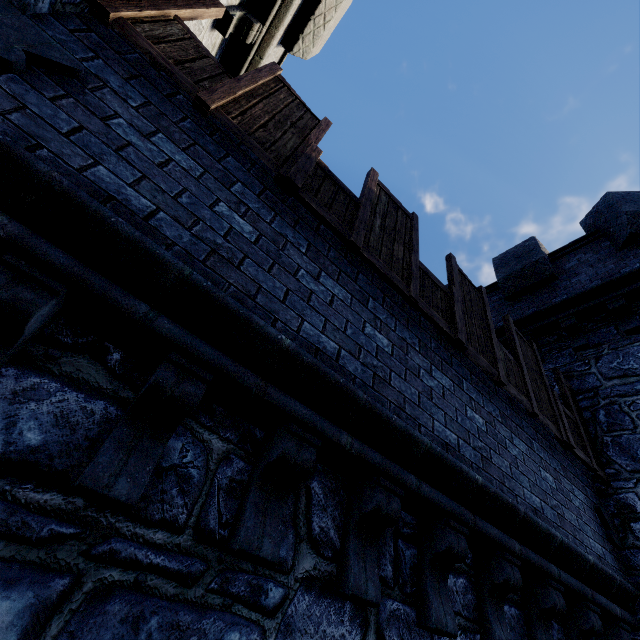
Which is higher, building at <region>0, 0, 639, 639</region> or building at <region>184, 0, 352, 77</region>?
building at <region>184, 0, 352, 77</region>

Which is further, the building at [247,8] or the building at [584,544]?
the building at [247,8]

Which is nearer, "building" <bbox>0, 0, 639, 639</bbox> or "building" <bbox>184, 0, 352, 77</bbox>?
"building" <bbox>0, 0, 639, 639</bbox>

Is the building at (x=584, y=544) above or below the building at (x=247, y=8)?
below

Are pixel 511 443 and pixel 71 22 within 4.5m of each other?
no
